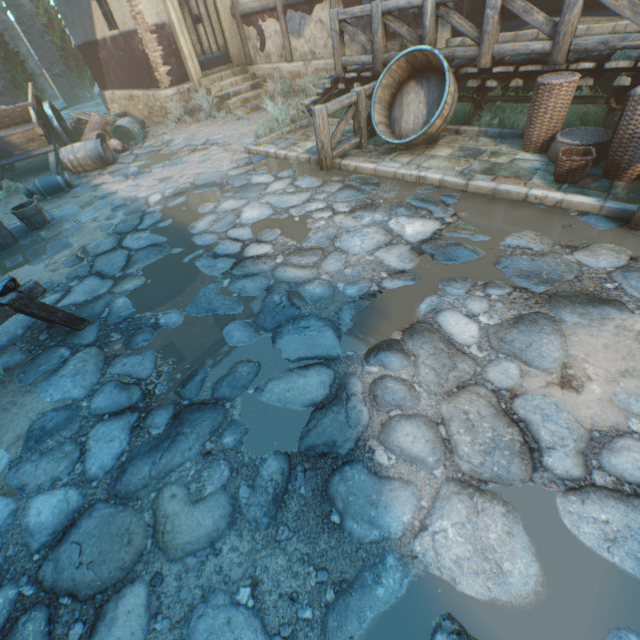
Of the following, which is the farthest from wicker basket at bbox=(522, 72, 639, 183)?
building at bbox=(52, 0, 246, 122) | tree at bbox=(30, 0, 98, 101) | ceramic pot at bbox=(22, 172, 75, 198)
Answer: tree at bbox=(30, 0, 98, 101)

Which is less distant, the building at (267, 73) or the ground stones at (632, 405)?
the ground stones at (632, 405)

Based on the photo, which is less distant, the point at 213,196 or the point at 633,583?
the point at 633,583

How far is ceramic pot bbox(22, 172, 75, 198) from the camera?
7.0 meters

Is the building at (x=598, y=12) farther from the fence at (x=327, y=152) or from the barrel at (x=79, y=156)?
the barrel at (x=79, y=156)

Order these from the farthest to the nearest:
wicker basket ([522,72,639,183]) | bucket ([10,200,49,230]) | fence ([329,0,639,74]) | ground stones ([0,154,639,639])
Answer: bucket ([10,200,49,230]), fence ([329,0,639,74]), wicker basket ([522,72,639,183]), ground stones ([0,154,639,639])

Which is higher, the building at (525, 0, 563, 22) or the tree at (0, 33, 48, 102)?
the tree at (0, 33, 48, 102)

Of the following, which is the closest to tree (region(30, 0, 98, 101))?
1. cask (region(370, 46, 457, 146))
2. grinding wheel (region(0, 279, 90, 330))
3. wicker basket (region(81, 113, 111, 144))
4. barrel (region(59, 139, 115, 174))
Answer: wicker basket (region(81, 113, 111, 144))
